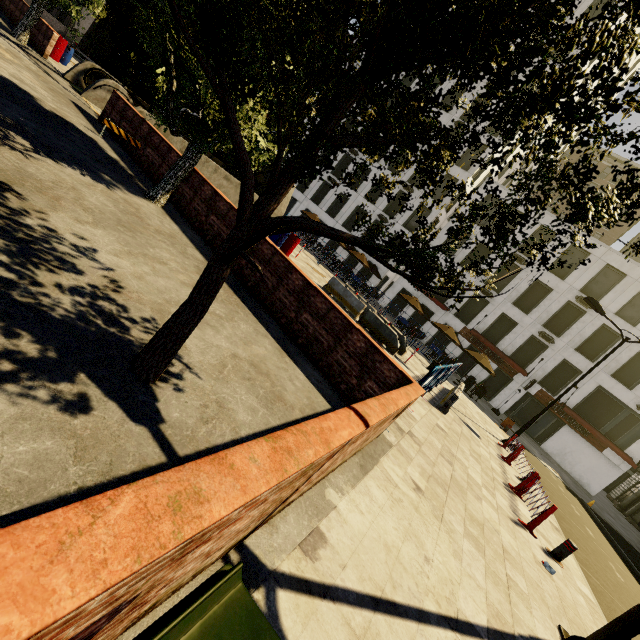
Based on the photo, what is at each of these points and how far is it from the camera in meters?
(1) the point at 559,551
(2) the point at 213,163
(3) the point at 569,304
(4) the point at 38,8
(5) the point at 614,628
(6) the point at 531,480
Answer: (1) metal bar, 7.3
(2) underground building, 15.8
(3) building, 27.5
(4) tree, 13.3
(5) street light, 4.4
(6) traffic barrier, 9.6

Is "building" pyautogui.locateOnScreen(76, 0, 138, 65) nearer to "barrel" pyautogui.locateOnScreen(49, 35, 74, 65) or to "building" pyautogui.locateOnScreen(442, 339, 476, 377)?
"barrel" pyautogui.locateOnScreen(49, 35, 74, 65)

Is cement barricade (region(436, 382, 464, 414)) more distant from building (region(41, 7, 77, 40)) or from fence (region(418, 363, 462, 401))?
building (region(41, 7, 77, 40))

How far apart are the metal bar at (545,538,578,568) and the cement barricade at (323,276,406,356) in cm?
815

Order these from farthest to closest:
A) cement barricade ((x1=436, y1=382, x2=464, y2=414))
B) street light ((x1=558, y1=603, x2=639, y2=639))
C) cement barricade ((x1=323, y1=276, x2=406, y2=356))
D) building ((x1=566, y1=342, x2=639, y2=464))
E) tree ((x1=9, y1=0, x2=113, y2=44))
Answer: building ((x1=566, y1=342, x2=639, y2=464)), cement barricade ((x1=323, y1=276, x2=406, y2=356)), tree ((x1=9, y1=0, x2=113, y2=44)), cement barricade ((x1=436, y1=382, x2=464, y2=414)), street light ((x1=558, y1=603, x2=639, y2=639))

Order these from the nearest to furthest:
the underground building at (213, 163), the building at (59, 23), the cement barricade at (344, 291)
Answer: the cement barricade at (344, 291)
the underground building at (213, 163)
the building at (59, 23)

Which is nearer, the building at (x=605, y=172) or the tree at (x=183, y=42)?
the tree at (x=183, y=42)

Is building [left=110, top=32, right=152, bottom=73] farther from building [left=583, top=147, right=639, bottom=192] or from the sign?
the sign
